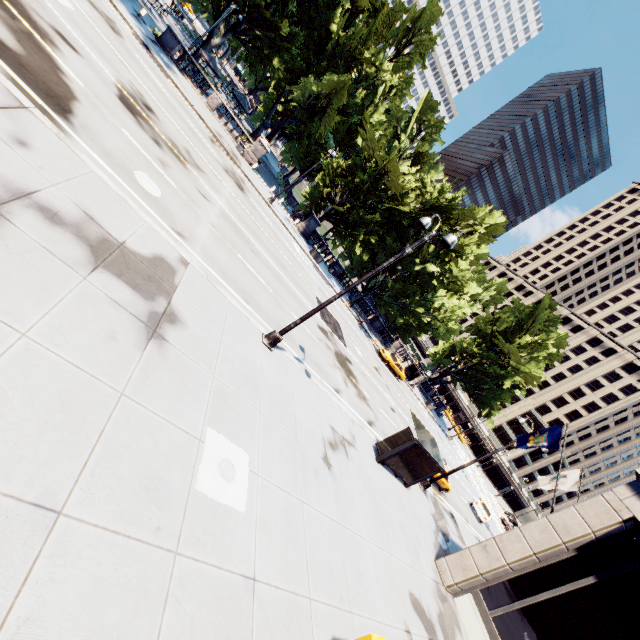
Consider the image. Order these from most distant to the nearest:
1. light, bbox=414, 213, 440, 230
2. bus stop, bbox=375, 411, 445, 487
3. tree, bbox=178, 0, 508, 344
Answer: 1. tree, bbox=178, 0, 508, 344
2. bus stop, bbox=375, 411, 445, 487
3. light, bbox=414, 213, 440, 230

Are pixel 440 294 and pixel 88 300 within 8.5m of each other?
no

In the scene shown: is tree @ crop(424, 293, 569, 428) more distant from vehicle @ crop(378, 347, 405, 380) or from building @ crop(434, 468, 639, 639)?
building @ crop(434, 468, 639, 639)

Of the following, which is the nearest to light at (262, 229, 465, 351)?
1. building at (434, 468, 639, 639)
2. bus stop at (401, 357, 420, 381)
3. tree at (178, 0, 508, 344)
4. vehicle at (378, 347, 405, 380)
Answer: building at (434, 468, 639, 639)

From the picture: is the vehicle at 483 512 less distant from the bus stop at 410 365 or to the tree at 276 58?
the tree at 276 58

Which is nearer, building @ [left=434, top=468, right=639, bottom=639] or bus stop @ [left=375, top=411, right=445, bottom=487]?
building @ [left=434, top=468, right=639, bottom=639]

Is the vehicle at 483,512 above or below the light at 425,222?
below

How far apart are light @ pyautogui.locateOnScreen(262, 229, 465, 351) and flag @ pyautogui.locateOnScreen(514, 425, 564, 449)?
11.9m
